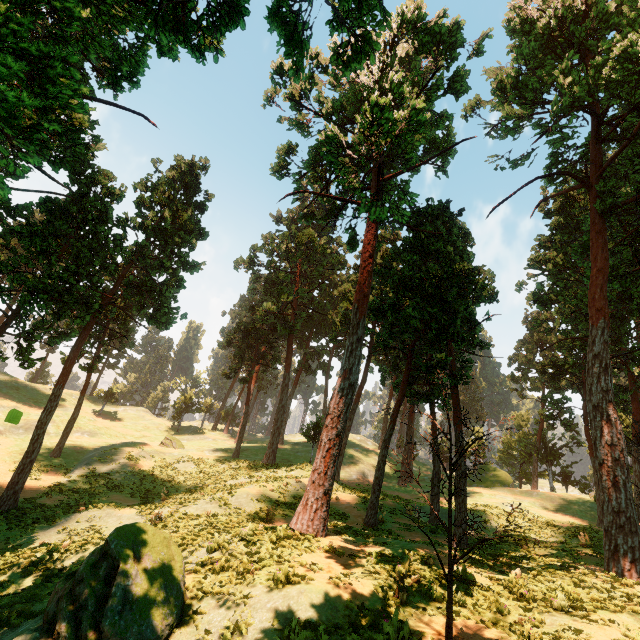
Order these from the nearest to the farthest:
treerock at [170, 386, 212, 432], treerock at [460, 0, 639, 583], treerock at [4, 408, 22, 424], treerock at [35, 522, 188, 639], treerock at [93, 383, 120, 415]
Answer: treerock at [4, 408, 22, 424], treerock at [35, 522, 188, 639], treerock at [460, 0, 639, 583], treerock at [93, 383, 120, 415], treerock at [170, 386, 212, 432]

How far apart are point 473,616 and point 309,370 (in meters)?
46.99

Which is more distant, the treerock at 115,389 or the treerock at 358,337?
the treerock at 115,389

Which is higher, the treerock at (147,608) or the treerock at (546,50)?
the treerock at (546,50)

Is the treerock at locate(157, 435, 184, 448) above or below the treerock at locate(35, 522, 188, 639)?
above

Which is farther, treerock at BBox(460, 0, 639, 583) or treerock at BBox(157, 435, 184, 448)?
treerock at BBox(157, 435, 184, 448)
